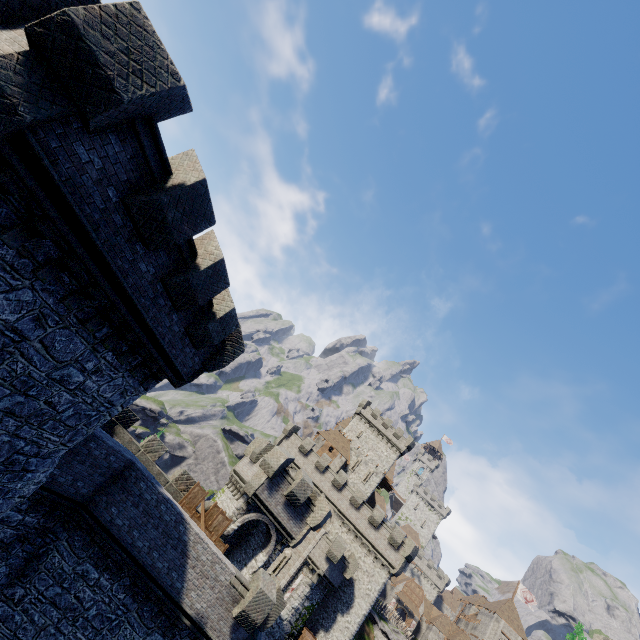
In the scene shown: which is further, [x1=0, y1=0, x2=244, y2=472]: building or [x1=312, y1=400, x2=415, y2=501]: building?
[x1=312, y1=400, x2=415, y2=501]: building

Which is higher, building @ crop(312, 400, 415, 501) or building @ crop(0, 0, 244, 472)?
building @ crop(312, 400, 415, 501)

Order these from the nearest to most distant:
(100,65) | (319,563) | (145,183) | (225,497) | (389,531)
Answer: (100,65) → (145,183) → (225,497) → (319,563) → (389,531)

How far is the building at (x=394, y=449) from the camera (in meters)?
52.96

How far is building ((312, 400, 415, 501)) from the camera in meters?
53.0 m

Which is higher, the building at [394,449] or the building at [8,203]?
the building at [394,449]
